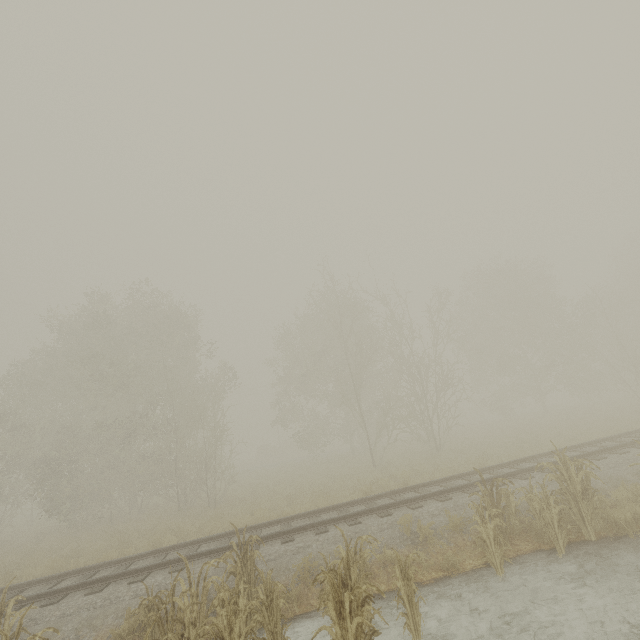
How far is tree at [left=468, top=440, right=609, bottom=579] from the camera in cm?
683

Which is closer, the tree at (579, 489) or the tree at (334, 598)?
the tree at (334, 598)

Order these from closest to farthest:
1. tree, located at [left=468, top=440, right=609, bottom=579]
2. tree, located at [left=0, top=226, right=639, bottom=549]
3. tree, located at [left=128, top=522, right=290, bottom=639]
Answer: tree, located at [left=128, top=522, right=290, bottom=639]
tree, located at [left=468, top=440, right=609, bottom=579]
tree, located at [left=0, top=226, right=639, bottom=549]

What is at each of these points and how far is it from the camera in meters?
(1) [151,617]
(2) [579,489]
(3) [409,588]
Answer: (1) tree, 5.5
(2) tree, 7.6
(3) tree, 5.5

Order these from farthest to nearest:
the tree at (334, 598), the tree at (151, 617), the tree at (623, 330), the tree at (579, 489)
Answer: the tree at (623, 330)
the tree at (579, 489)
the tree at (151, 617)
the tree at (334, 598)

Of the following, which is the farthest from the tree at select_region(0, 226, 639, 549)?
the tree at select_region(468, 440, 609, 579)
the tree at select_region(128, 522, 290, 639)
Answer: the tree at select_region(468, 440, 609, 579)

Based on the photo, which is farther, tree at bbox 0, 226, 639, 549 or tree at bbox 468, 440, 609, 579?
tree at bbox 0, 226, 639, 549

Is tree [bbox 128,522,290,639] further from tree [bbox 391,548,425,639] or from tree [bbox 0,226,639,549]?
tree [bbox 391,548,425,639]
